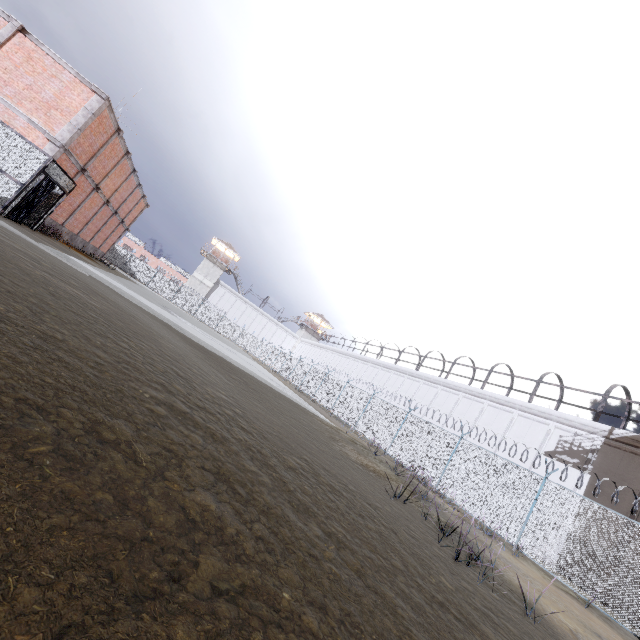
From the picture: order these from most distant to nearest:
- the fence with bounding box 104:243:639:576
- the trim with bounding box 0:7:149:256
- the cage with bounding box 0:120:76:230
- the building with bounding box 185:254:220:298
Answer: the building with bounding box 185:254:220:298, the trim with bounding box 0:7:149:256, the cage with bounding box 0:120:76:230, the fence with bounding box 104:243:639:576

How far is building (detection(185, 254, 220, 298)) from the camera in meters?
58.3

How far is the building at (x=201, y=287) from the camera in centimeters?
5831cm

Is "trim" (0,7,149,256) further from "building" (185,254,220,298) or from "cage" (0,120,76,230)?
"building" (185,254,220,298)

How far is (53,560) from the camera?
1.3 meters

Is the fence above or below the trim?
below

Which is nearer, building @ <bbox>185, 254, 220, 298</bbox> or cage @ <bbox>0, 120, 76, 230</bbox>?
cage @ <bbox>0, 120, 76, 230</bbox>

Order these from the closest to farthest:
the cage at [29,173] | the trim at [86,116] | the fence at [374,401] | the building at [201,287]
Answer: the fence at [374,401]
the cage at [29,173]
the trim at [86,116]
the building at [201,287]
